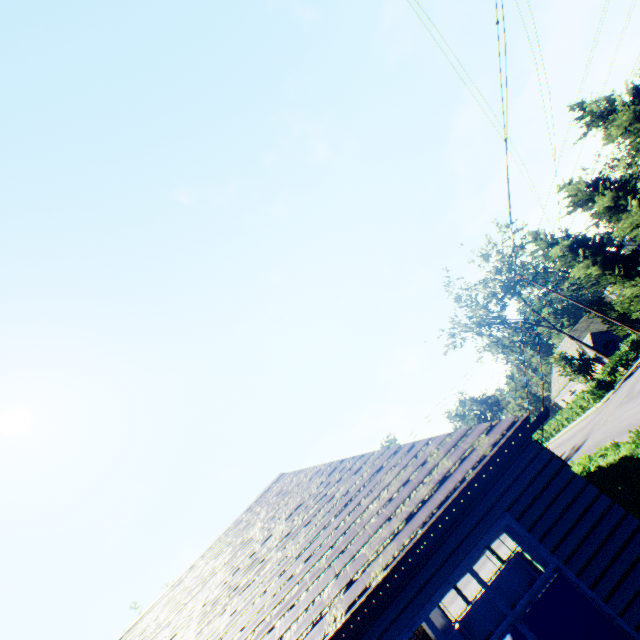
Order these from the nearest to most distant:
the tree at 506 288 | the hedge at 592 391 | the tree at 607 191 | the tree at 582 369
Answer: the tree at 607 191 < the tree at 582 369 < the hedge at 592 391 < the tree at 506 288

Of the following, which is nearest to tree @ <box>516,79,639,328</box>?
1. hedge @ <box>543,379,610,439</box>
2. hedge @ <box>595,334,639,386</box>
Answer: hedge @ <box>595,334,639,386</box>

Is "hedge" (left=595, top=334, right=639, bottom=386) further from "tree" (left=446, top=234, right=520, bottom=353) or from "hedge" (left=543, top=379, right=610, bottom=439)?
"hedge" (left=543, top=379, right=610, bottom=439)

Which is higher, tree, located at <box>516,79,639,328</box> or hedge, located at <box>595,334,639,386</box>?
tree, located at <box>516,79,639,328</box>

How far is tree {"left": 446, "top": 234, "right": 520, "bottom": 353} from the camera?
41.62m

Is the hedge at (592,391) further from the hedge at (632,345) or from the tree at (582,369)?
the tree at (582,369)

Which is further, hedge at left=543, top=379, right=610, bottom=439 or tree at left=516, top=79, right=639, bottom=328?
hedge at left=543, top=379, right=610, bottom=439

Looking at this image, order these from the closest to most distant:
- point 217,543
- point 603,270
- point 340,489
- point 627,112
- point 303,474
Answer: point 340,489, point 303,474, point 217,543, point 627,112, point 603,270
